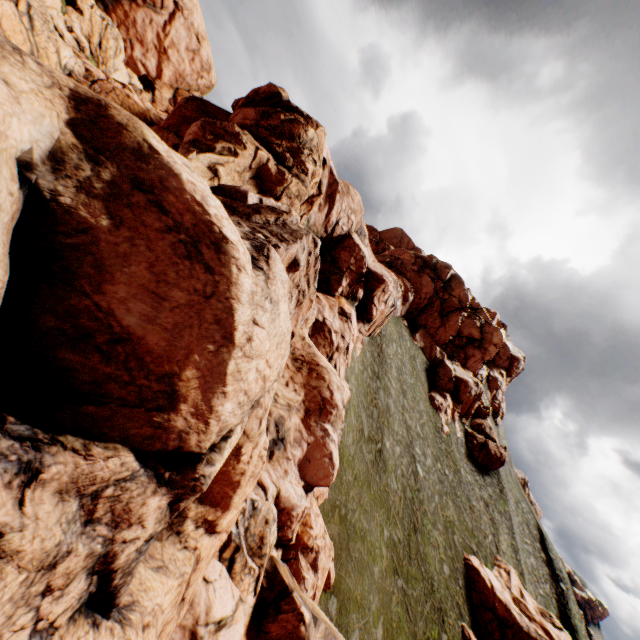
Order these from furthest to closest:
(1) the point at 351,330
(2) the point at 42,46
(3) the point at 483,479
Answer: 1. (3) the point at 483,479
2. (1) the point at 351,330
3. (2) the point at 42,46

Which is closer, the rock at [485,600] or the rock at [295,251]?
the rock at [295,251]

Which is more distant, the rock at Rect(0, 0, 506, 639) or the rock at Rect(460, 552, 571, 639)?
the rock at Rect(460, 552, 571, 639)
